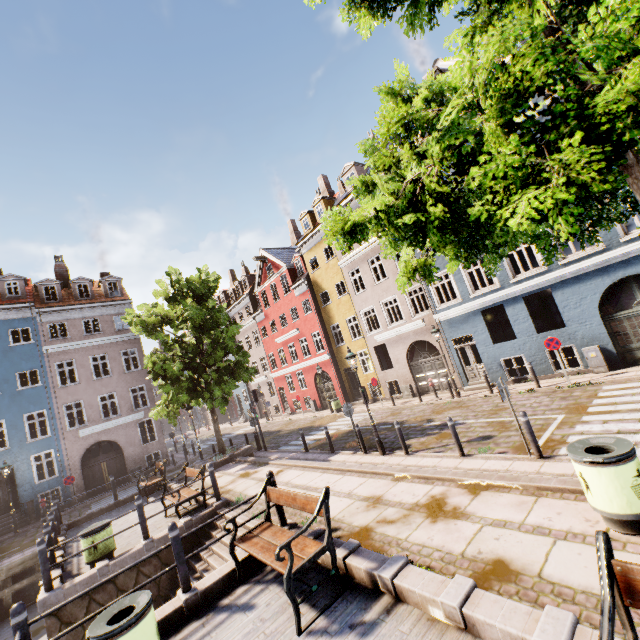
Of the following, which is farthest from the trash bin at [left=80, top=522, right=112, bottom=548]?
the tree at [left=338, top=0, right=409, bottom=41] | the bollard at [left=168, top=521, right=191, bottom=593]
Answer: the tree at [left=338, top=0, right=409, bottom=41]

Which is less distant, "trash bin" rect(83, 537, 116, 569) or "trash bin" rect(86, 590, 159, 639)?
"trash bin" rect(86, 590, 159, 639)

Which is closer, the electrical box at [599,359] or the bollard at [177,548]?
the bollard at [177,548]

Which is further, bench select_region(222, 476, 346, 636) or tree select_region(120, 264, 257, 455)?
tree select_region(120, 264, 257, 455)

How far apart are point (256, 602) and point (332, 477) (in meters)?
4.38

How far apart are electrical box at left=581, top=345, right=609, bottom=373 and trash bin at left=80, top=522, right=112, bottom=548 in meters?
17.4 m

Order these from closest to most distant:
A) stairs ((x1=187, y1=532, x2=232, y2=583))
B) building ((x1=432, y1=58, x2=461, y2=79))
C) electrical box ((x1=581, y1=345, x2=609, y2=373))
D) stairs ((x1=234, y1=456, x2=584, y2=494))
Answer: stairs ((x1=234, y1=456, x2=584, y2=494)), stairs ((x1=187, y1=532, x2=232, y2=583)), electrical box ((x1=581, y1=345, x2=609, y2=373)), building ((x1=432, y1=58, x2=461, y2=79))

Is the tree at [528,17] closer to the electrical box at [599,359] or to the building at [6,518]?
the building at [6,518]
